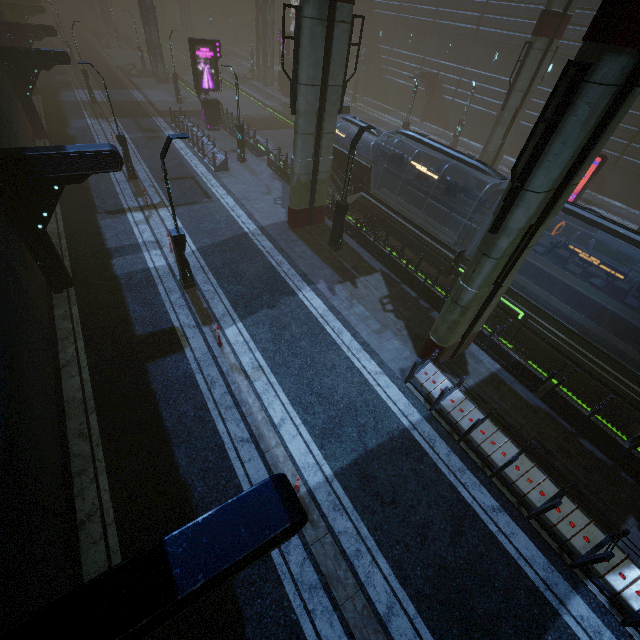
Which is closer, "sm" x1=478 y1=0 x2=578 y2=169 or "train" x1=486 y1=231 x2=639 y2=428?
"train" x1=486 y1=231 x2=639 y2=428

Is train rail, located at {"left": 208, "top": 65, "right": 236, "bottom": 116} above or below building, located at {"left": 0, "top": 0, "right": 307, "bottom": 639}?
below

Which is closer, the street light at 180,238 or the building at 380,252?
the street light at 180,238

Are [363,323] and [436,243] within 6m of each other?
yes

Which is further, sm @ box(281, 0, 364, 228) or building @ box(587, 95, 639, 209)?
building @ box(587, 95, 639, 209)

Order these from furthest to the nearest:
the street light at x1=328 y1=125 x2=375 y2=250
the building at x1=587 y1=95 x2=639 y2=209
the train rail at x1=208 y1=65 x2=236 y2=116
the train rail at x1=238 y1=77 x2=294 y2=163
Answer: the train rail at x1=208 y1=65 x2=236 y2=116, the train rail at x1=238 y1=77 x2=294 y2=163, the building at x1=587 y1=95 x2=639 y2=209, the street light at x1=328 y1=125 x2=375 y2=250

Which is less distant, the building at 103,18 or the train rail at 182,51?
the train rail at 182,51

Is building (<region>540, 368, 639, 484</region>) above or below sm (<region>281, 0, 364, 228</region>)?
below
